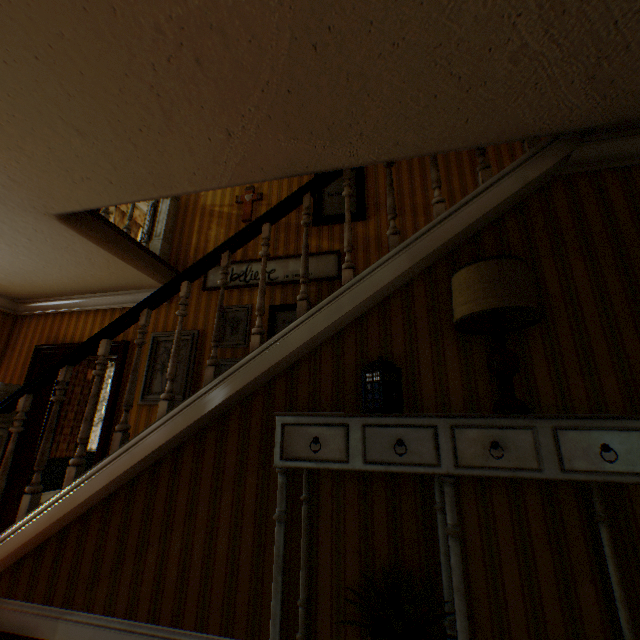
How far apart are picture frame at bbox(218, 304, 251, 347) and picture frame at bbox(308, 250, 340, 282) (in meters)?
0.25

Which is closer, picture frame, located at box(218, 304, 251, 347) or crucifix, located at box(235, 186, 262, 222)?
picture frame, located at box(218, 304, 251, 347)

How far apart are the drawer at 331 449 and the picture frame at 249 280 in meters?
2.9 m

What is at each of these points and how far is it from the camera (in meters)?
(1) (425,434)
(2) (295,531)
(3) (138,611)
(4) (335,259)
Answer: (1) drawer, 1.42
(2) building, 1.91
(3) building, 1.96
(4) picture frame, 4.29

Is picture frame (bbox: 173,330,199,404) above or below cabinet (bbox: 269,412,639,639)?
above

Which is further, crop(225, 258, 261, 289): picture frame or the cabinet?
crop(225, 258, 261, 289): picture frame

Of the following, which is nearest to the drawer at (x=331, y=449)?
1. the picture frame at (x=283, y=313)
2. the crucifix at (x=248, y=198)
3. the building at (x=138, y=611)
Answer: the building at (x=138, y=611)

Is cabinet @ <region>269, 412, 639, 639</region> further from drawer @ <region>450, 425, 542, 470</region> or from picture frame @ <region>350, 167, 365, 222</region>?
picture frame @ <region>350, 167, 365, 222</region>
